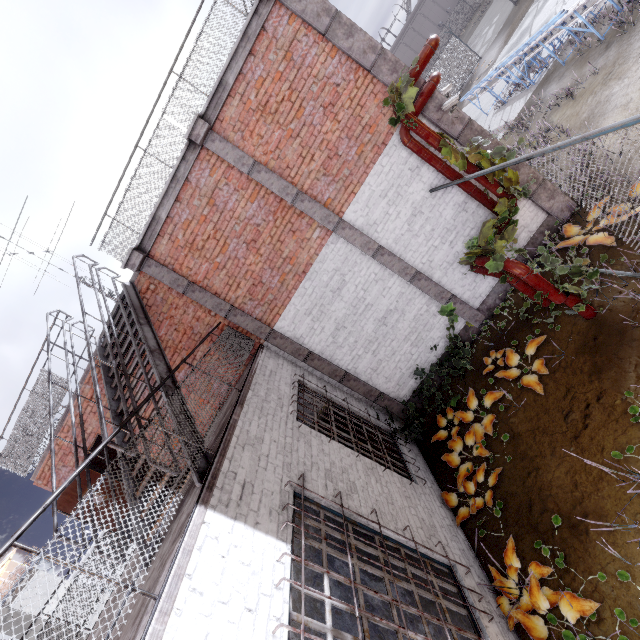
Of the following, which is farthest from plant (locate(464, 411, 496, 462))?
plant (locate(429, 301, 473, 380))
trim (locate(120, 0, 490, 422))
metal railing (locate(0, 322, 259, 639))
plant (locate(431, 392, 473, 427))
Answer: metal railing (locate(0, 322, 259, 639))

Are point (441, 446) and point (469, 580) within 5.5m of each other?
yes

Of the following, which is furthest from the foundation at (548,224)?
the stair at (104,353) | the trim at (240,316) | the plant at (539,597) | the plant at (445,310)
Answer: the stair at (104,353)

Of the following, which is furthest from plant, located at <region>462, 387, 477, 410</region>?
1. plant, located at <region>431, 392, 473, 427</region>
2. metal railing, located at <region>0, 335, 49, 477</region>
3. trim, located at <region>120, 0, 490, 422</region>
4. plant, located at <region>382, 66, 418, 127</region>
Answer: metal railing, located at <region>0, 335, 49, 477</region>

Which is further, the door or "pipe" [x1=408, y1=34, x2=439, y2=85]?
the door

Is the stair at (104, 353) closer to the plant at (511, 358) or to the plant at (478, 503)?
the plant at (478, 503)

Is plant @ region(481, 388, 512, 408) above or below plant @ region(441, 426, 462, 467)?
above

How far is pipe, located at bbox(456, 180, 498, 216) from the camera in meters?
6.3
